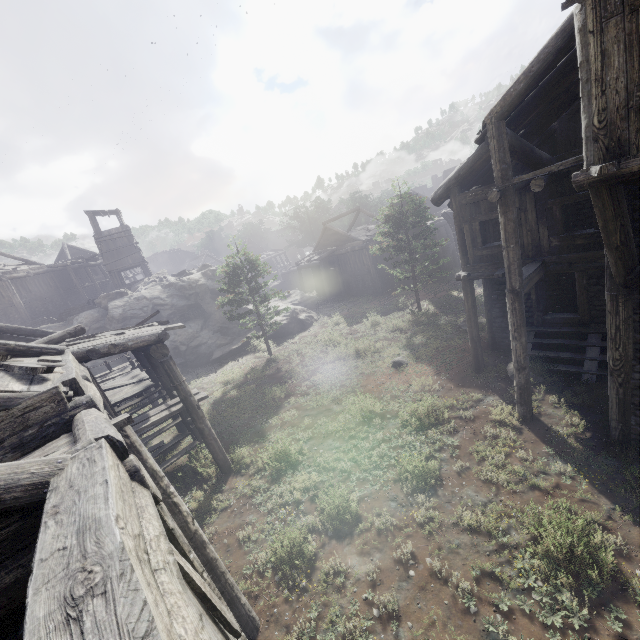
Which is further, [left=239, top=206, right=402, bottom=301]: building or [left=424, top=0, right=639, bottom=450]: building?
[left=239, top=206, right=402, bottom=301]: building

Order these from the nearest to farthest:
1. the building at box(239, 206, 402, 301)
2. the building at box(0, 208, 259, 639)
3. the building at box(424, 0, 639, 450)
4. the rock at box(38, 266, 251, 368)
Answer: the building at box(0, 208, 259, 639), the building at box(424, 0, 639, 450), the rock at box(38, 266, 251, 368), the building at box(239, 206, 402, 301)

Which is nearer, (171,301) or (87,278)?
(171,301)

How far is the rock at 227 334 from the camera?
24.2 meters

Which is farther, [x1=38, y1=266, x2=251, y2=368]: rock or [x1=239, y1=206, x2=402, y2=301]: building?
[x1=239, y1=206, x2=402, y2=301]: building

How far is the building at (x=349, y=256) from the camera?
30.6 meters

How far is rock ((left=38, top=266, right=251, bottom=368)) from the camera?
24.2 meters
